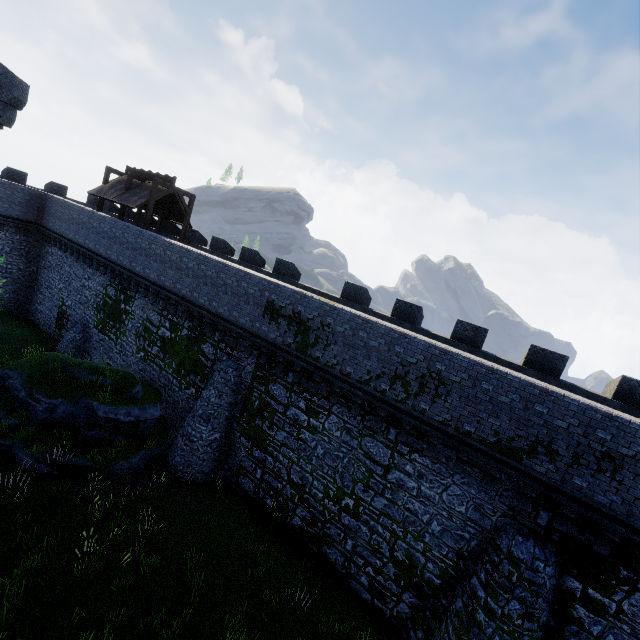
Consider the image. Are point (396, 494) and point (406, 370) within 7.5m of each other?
yes
